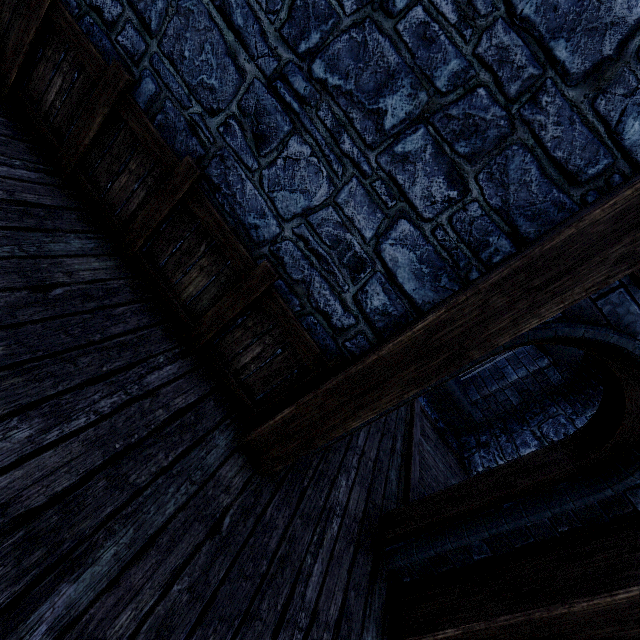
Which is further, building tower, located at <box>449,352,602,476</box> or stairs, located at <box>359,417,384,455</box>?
building tower, located at <box>449,352,602,476</box>

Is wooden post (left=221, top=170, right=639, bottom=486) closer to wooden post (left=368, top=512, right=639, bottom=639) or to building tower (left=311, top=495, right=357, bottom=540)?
building tower (left=311, top=495, right=357, bottom=540)

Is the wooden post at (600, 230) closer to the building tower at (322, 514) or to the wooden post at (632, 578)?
the building tower at (322, 514)

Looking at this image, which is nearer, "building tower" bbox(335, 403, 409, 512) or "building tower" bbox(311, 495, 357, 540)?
"building tower" bbox(311, 495, 357, 540)

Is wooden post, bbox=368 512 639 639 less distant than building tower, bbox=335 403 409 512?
Yes

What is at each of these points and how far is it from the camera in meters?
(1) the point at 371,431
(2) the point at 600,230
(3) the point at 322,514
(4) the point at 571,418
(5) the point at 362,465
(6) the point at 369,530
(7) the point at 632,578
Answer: (1) stairs, 4.7
(2) wooden post, 1.7
(3) building tower, 3.0
(4) building tower, 6.1
(5) building tower, 4.0
(6) wooden beam, 3.4
(7) wooden post, 2.0

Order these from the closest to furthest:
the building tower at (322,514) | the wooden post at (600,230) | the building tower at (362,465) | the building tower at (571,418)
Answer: the wooden post at (600,230) → the building tower at (322,514) → the building tower at (362,465) → the building tower at (571,418)
